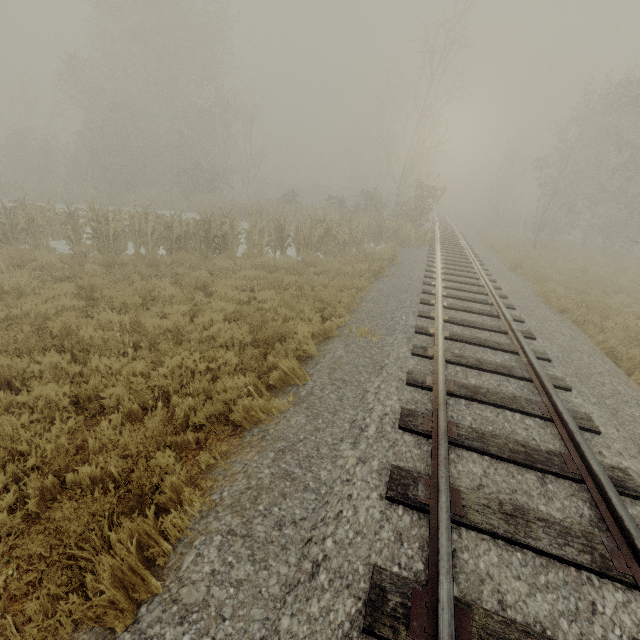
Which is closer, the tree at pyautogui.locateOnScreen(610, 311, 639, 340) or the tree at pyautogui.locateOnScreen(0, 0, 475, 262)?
the tree at pyautogui.locateOnScreen(610, 311, 639, 340)

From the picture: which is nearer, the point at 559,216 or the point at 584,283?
the point at 584,283

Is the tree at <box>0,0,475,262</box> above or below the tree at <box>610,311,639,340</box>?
above

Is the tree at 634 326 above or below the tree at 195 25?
below

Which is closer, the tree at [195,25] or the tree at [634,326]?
the tree at [634,326]
